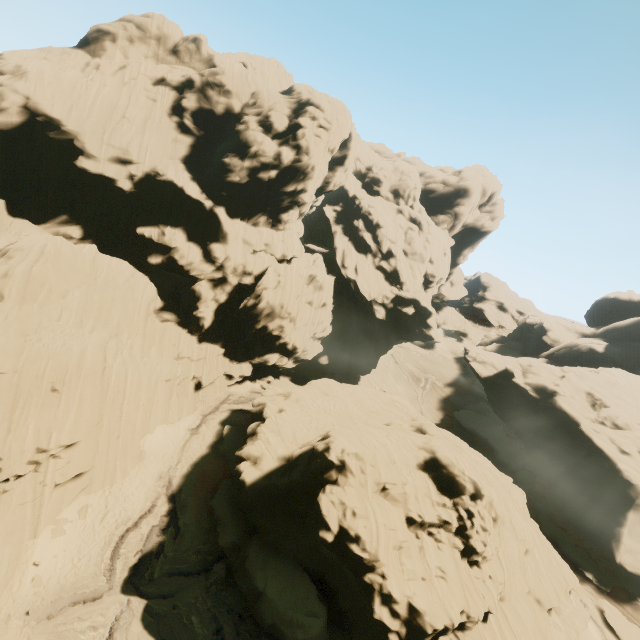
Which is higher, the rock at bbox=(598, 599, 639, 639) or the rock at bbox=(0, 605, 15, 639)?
the rock at bbox=(0, 605, 15, 639)

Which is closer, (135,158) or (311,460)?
(311,460)

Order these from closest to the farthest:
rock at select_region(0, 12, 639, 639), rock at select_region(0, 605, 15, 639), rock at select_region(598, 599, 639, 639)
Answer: rock at select_region(0, 605, 15, 639) < rock at select_region(0, 12, 639, 639) < rock at select_region(598, 599, 639, 639)

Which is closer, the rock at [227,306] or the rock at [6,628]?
the rock at [6,628]

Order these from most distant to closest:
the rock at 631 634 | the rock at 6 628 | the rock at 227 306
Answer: the rock at 631 634 < the rock at 227 306 < the rock at 6 628

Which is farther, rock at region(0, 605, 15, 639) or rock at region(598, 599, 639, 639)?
rock at region(598, 599, 639, 639)
